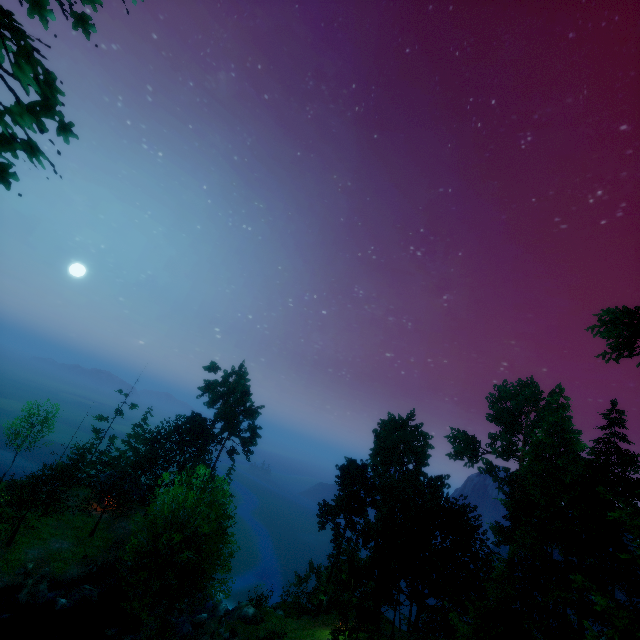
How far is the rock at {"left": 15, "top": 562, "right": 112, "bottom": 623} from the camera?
26.0m

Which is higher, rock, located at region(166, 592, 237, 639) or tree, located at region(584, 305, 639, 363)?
tree, located at region(584, 305, 639, 363)

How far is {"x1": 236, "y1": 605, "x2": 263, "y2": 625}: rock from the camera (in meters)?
30.12

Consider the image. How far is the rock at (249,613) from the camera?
30.12m

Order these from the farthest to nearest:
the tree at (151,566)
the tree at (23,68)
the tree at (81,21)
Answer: the tree at (151,566)
the tree at (81,21)
the tree at (23,68)

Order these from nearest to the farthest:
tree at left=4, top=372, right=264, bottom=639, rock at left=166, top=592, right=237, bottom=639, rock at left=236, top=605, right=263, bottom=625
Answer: tree at left=4, top=372, right=264, bottom=639
rock at left=166, top=592, right=237, bottom=639
rock at left=236, top=605, right=263, bottom=625

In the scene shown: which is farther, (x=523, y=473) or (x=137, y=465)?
(x=137, y=465)

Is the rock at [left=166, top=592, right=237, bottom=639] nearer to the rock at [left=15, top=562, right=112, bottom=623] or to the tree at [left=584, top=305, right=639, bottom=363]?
the tree at [left=584, top=305, right=639, bottom=363]
